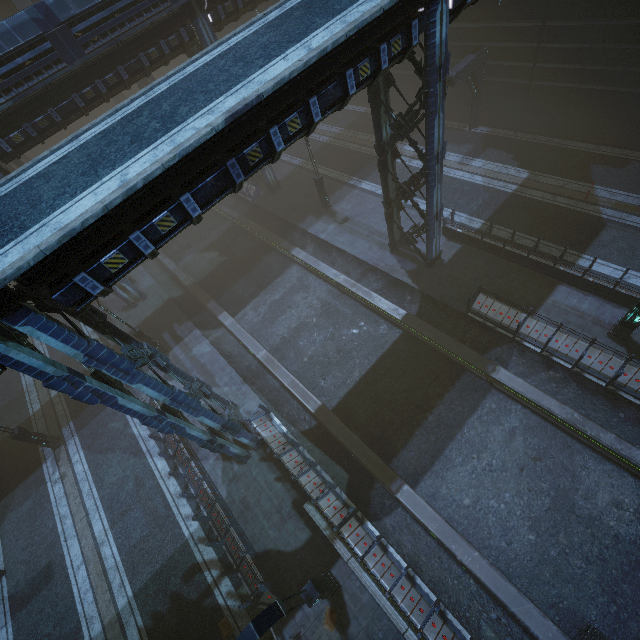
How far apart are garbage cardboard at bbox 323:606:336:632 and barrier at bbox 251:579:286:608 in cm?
71

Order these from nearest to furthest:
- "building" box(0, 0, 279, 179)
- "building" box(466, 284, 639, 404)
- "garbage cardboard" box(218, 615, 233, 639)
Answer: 1. "garbage cardboard" box(218, 615, 233, 639)
2. "building" box(466, 284, 639, 404)
3. "building" box(0, 0, 279, 179)

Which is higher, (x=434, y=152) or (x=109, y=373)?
(x=109, y=373)

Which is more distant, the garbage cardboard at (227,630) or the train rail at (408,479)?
the garbage cardboard at (227,630)

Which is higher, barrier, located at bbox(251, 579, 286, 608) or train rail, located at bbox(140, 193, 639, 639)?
barrier, located at bbox(251, 579, 286, 608)

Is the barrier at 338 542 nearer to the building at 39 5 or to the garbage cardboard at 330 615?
the building at 39 5

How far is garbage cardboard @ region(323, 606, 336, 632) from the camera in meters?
10.9

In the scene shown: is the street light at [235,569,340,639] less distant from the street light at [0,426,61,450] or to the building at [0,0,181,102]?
the building at [0,0,181,102]
